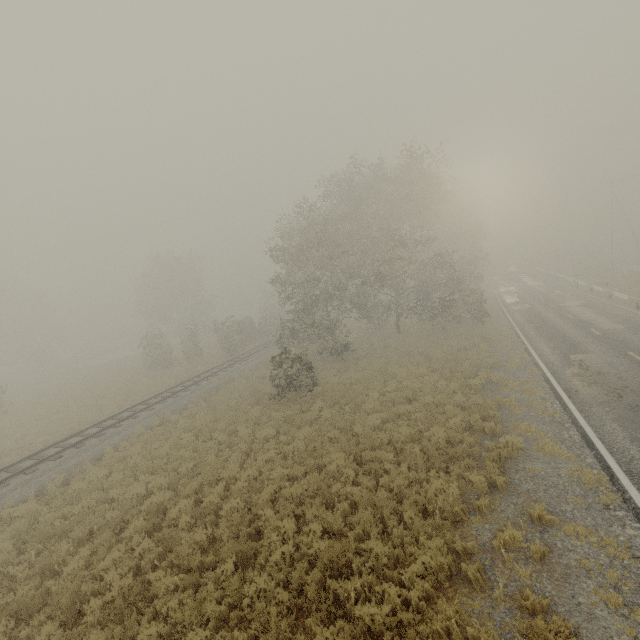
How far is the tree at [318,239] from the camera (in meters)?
21.86

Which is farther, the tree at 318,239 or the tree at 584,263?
the tree at 584,263

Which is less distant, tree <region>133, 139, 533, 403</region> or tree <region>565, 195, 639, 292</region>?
tree <region>133, 139, 533, 403</region>

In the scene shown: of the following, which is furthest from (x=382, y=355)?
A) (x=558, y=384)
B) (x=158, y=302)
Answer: (x=158, y=302)

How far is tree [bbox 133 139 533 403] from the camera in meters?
21.9 m
